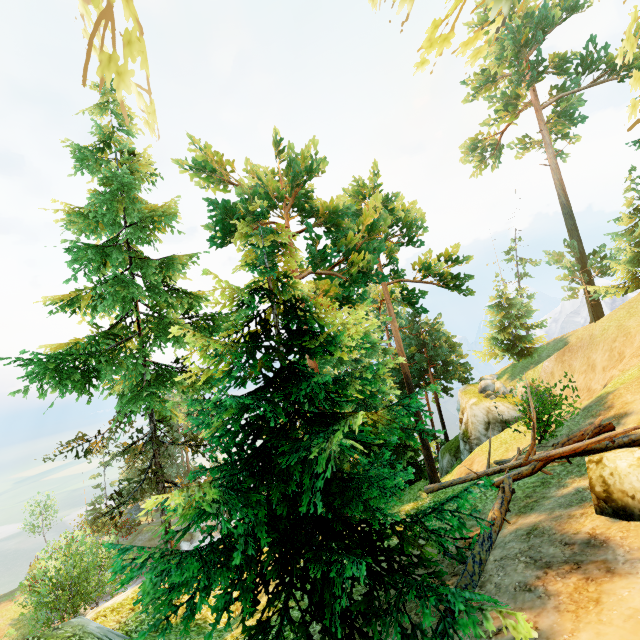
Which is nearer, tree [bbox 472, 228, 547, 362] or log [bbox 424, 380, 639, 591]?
log [bbox 424, 380, 639, 591]

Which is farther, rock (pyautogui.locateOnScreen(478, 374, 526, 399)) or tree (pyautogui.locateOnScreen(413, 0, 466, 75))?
rock (pyautogui.locateOnScreen(478, 374, 526, 399))

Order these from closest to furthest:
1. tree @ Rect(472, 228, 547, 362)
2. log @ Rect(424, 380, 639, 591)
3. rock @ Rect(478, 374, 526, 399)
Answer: log @ Rect(424, 380, 639, 591) → rock @ Rect(478, 374, 526, 399) → tree @ Rect(472, 228, 547, 362)

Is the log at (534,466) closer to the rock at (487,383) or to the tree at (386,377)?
the tree at (386,377)

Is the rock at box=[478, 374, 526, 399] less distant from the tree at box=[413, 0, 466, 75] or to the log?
the tree at box=[413, 0, 466, 75]

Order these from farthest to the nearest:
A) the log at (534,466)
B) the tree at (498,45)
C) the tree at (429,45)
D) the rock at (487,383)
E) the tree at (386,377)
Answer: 1. the rock at (487,383)
2. the tree at (498,45)
3. the log at (534,466)
4. the tree at (386,377)
5. the tree at (429,45)

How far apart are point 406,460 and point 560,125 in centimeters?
3460cm

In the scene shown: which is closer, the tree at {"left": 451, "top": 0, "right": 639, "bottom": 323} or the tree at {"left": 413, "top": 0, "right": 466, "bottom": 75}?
the tree at {"left": 413, "top": 0, "right": 466, "bottom": 75}
